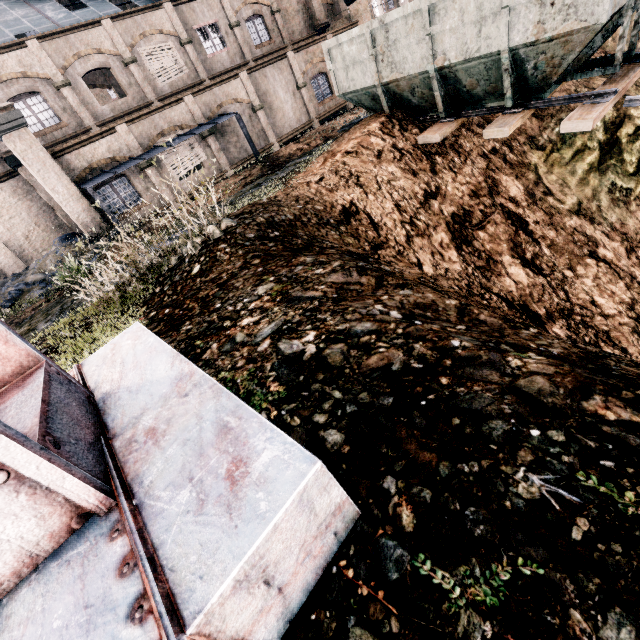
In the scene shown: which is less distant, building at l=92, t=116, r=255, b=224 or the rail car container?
the rail car container

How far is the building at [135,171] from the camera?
18.3m

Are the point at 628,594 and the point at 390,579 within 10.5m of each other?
yes

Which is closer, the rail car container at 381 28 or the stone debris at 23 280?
the rail car container at 381 28

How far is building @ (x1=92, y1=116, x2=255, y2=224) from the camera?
18.3m

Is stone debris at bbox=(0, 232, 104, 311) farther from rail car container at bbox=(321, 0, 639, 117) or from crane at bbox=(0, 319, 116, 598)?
crane at bbox=(0, 319, 116, 598)

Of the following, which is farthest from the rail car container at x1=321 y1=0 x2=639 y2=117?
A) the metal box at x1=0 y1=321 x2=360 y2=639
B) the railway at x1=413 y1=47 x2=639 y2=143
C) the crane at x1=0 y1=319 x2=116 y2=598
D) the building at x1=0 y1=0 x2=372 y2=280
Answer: the building at x1=0 y1=0 x2=372 y2=280

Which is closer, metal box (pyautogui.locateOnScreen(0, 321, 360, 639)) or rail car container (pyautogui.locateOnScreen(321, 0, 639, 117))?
metal box (pyautogui.locateOnScreen(0, 321, 360, 639))
